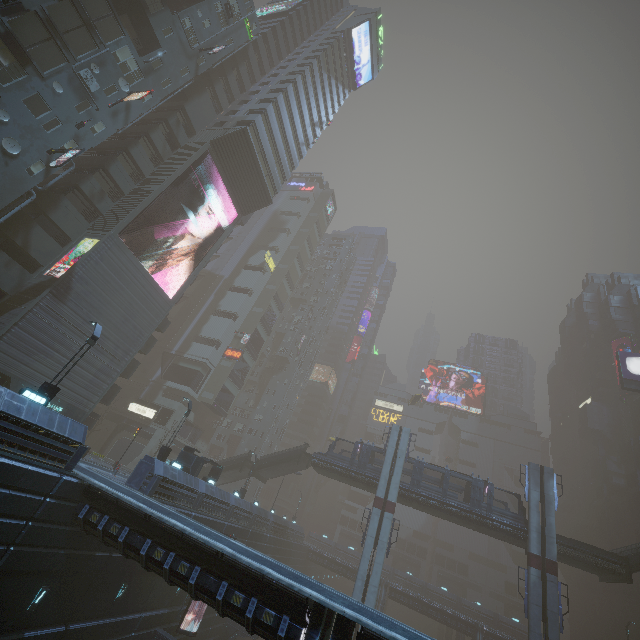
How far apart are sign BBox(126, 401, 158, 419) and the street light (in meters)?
32.66

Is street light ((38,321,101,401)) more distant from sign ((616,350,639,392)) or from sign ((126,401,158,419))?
sign ((616,350,639,392))

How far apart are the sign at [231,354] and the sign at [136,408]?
12.7 meters

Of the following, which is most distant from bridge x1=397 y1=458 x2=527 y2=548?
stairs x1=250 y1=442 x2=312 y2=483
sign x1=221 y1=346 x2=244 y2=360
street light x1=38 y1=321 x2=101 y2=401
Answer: street light x1=38 y1=321 x2=101 y2=401

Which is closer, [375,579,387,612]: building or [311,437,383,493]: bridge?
[311,437,383,493]: bridge

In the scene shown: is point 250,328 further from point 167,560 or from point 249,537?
point 167,560

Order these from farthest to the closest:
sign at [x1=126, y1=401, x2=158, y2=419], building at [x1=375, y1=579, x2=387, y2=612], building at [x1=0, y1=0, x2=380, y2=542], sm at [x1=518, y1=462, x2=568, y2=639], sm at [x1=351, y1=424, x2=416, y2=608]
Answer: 1. building at [x1=375, y1=579, x2=387, y2=612]
2. sign at [x1=126, y1=401, x2=158, y2=419]
3. sm at [x1=351, y1=424, x2=416, y2=608]
4. sm at [x1=518, y1=462, x2=568, y2=639]
5. building at [x1=0, y1=0, x2=380, y2=542]

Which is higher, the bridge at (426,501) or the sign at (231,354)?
the sign at (231,354)
